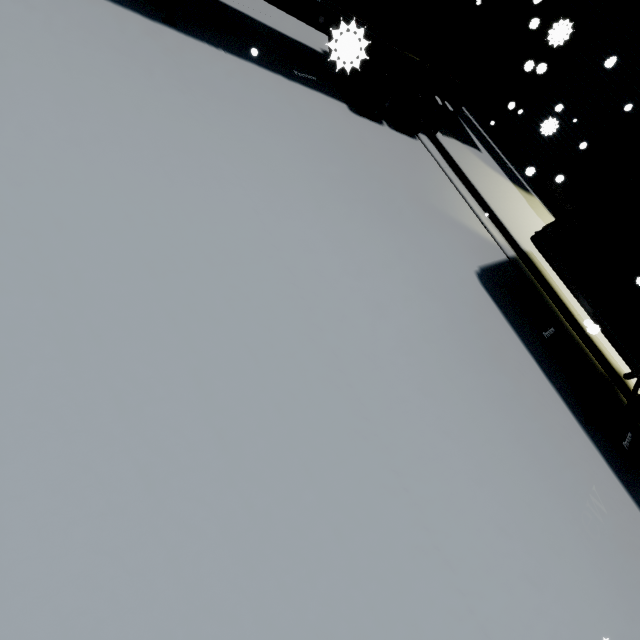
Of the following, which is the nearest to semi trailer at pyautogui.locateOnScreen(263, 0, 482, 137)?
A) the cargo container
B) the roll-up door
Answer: the cargo container

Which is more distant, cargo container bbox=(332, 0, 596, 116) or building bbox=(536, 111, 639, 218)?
building bbox=(536, 111, 639, 218)

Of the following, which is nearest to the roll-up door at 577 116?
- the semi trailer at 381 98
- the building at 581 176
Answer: the building at 581 176

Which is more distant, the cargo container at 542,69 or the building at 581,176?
the building at 581,176

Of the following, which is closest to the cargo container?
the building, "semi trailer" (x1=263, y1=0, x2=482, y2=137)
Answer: "semi trailer" (x1=263, y1=0, x2=482, y2=137)

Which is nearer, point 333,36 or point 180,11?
point 333,36

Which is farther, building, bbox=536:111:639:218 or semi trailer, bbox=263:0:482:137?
building, bbox=536:111:639:218
